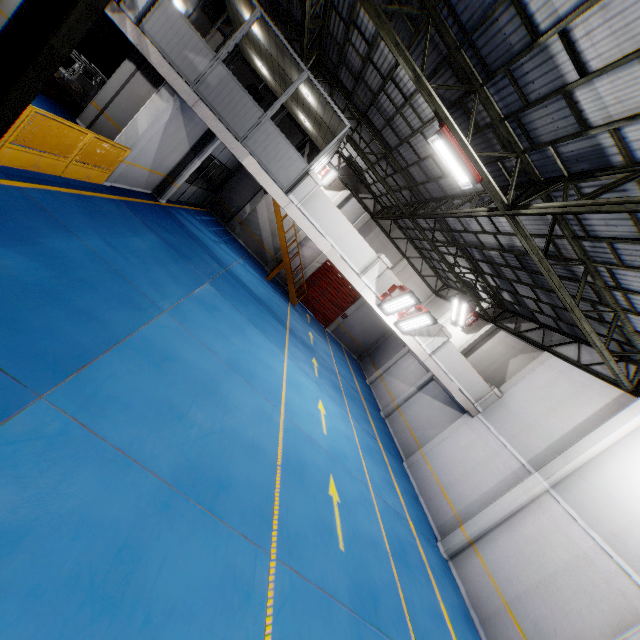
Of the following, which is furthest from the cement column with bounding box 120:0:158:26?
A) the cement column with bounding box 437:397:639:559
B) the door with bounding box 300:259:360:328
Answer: the cement column with bounding box 437:397:639:559

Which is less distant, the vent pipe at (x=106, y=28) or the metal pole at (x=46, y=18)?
the metal pole at (x=46, y=18)

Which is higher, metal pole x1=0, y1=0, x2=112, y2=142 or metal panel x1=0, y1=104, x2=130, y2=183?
metal pole x1=0, y1=0, x2=112, y2=142

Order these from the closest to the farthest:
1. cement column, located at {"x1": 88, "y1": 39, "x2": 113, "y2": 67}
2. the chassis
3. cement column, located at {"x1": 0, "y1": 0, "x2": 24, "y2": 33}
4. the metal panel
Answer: the metal panel, cement column, located at {"x1": 0, "y1": 0, "x2": 24, "y2": 33}, the chassis, cement column, located at {"x1": 88, "y1": 39, "x2": 113, "y2": 67}

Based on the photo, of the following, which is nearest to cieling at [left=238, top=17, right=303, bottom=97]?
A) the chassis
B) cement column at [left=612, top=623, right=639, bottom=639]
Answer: the chassis

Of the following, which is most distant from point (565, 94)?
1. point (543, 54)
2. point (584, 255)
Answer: point (584, 255)

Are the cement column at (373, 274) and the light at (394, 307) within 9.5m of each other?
yes

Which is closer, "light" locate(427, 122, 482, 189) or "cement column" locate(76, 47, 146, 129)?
"light" locate(427, 122, 482, 189)
